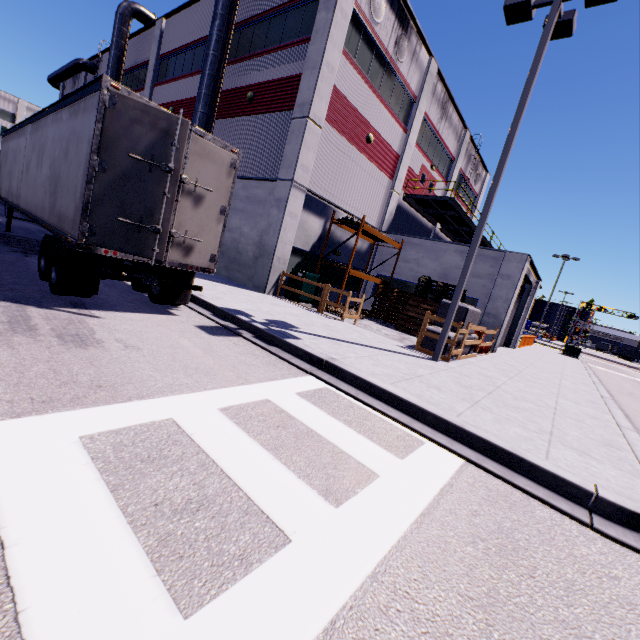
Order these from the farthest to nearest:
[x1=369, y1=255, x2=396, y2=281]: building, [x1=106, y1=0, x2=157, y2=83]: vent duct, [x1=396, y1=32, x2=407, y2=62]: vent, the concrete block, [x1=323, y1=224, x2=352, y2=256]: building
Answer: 1. [x1=106, y1=0, x2=157, y2=83]: vent duct
2. [x1=369, y1=255, x2=396, y2=281]: building
3. [x1=323, y1=224, x2=352, y2=256]: building
4. [x1=396, y1=32, x2=407, y2=62]: vent
5. the concrete block

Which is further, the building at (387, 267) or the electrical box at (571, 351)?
the electrical box at (571, 351)

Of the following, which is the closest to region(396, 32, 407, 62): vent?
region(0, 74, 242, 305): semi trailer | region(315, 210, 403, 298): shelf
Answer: region(315, 210, 403, 298): shelf

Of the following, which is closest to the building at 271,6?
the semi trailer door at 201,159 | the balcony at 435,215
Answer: the balcony at 435,215

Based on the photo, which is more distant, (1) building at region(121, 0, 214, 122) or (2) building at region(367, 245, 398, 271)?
(2) building at region(367, 245, 398, 271)

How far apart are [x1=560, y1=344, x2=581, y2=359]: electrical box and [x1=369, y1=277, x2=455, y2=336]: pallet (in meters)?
24.67

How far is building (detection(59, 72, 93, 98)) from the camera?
31.01m

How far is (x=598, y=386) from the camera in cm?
1405
